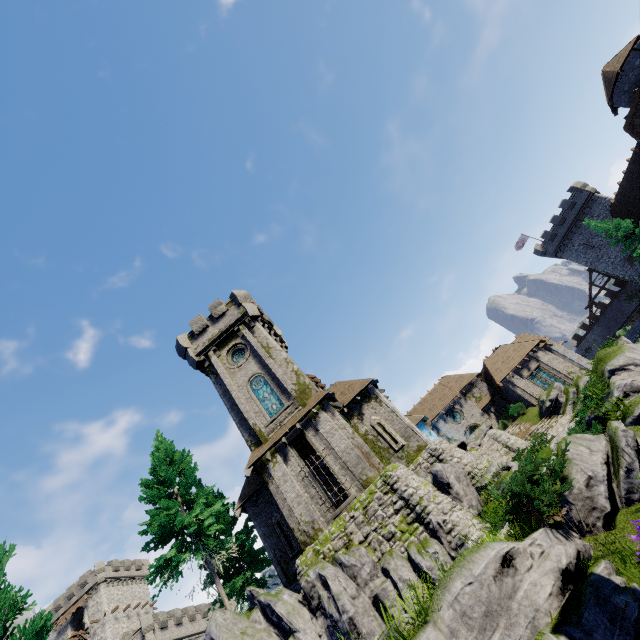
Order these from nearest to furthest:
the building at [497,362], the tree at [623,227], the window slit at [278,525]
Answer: the window slit at [278,525], the tree at [623,227], the building at [497,362]

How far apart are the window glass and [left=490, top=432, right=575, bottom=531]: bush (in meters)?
15.09

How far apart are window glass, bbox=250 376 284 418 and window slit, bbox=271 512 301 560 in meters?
5.9

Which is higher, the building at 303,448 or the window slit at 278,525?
the building at 303,448

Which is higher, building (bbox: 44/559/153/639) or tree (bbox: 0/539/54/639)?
building (bbox: 44/559/153/639)

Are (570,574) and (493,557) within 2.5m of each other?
yes

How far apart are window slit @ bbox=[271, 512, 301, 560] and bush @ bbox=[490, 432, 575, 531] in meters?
14.9

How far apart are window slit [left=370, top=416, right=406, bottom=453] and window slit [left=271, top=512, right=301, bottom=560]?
8.0 meters
